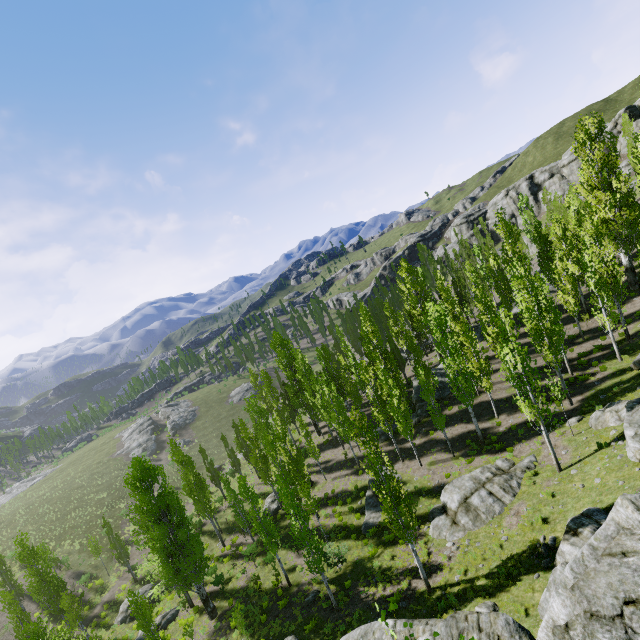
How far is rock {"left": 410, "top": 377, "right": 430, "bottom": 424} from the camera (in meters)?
34.00

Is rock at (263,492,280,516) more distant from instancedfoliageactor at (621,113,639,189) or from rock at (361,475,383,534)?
rock at (361,475,383,534)

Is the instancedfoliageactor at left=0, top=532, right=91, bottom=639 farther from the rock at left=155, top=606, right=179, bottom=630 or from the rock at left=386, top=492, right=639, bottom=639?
the rock at left=155, top=606, right=179, bottom=630

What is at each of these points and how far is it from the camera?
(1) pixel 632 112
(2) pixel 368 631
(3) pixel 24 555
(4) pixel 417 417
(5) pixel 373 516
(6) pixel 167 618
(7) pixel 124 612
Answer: (1) rock, 57.88m
(2) rock, 11.62m
(3) instancedfoliageactor, 37.53m
(4) rock, 34.16m
(5) rock, 25.91m
(6) rock, 26.80m
(7) rock, 30.05m

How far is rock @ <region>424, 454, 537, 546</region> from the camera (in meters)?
19.30

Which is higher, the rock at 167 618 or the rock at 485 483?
the rock at 485 483

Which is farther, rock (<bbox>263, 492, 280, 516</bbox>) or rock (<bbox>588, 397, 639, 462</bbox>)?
rock (<bbox>263, 492, 280, 516</bbox>)

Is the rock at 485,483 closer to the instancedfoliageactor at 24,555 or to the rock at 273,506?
the instancedfoliageactor at 24,555
